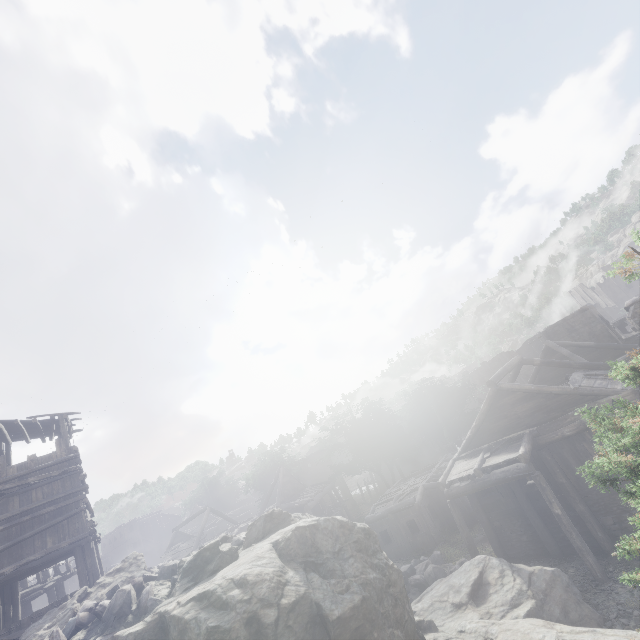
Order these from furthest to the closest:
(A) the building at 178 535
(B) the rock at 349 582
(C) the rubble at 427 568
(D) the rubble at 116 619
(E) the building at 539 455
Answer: (A) the building at 178 535 → (C) the rubble at 427 568 → (E) the building at 539 455 → (D) the rubble at 116 619 → (B) the rock at 349 582

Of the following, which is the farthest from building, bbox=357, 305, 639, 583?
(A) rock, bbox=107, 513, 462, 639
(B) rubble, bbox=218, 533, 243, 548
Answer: (B) rubble, bbox=218, 533, 243, 548

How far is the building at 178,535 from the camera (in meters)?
30.23

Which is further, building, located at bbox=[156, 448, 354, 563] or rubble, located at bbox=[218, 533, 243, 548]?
building, located at bbox=[156, 448, 354, 563]

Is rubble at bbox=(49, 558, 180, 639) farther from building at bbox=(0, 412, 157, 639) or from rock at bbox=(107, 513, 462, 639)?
building at bbox=(0, 412, 157, 639)

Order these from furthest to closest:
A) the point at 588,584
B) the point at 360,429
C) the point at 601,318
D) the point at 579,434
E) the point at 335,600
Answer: the point at 360,429 < the point at 601,318 < the point at 579,434 < the point at 588,584 < the point at 335,600

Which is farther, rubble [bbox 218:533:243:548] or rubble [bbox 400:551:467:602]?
rubble [bbox 400:551:467:602]
